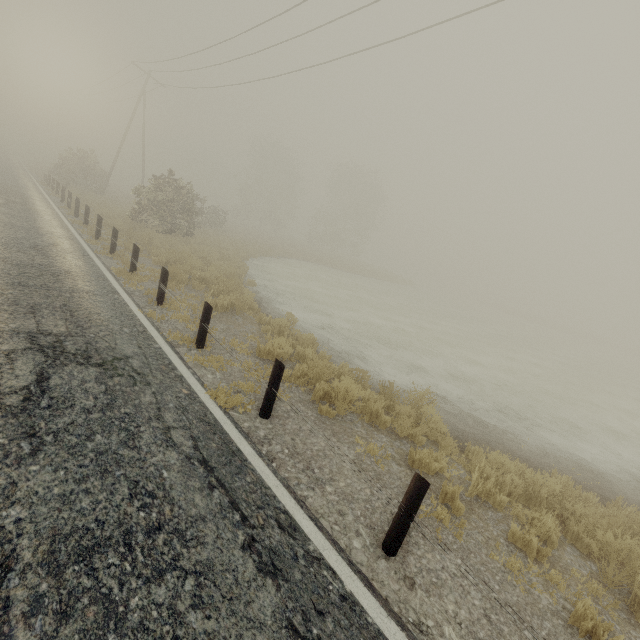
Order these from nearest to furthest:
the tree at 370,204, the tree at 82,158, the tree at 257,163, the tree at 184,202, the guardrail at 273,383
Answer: the guardrail at 273,383 < the tree at 184,202 < the tree at 82,158 < the tree at 370,204 < the tree at 257,163

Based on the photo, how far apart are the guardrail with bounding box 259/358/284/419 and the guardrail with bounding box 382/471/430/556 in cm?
224

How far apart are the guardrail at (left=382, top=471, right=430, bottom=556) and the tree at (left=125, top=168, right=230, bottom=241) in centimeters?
2162cm

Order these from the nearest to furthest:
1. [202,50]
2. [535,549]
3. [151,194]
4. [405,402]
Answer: [535,549], [405,402], [202,50], [151,194]

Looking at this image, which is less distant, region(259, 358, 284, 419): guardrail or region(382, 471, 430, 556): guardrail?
region(382, 471, 430, 556): guardrail

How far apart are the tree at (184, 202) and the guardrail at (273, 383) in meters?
19.1

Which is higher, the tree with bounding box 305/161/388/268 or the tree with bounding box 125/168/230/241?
the tree with bounding box 305/161/388/268

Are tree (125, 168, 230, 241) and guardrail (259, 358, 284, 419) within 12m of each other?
no
